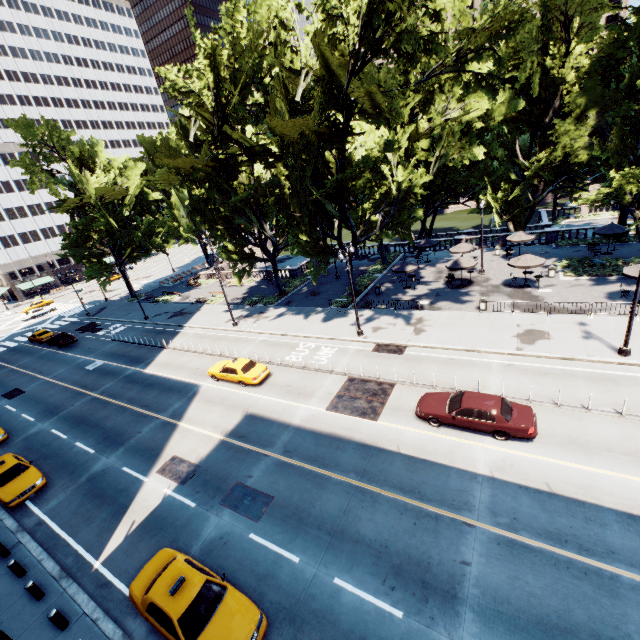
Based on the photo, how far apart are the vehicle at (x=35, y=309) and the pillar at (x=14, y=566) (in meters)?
58.30

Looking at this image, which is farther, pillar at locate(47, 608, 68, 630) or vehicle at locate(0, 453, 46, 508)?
vehicle at locate(0, 453, 46, 508)

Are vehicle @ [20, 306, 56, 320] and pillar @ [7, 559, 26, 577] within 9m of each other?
→ no

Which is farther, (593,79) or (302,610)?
(593,79)

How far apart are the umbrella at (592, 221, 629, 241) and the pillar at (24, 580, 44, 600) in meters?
45.9 m

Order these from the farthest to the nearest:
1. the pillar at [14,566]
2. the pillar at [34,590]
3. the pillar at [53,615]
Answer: the pillar at [14,566], the pillar at [34,590], the pillar at [53,615]

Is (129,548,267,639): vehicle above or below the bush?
above

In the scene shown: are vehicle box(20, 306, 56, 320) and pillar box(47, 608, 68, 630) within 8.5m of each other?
no
